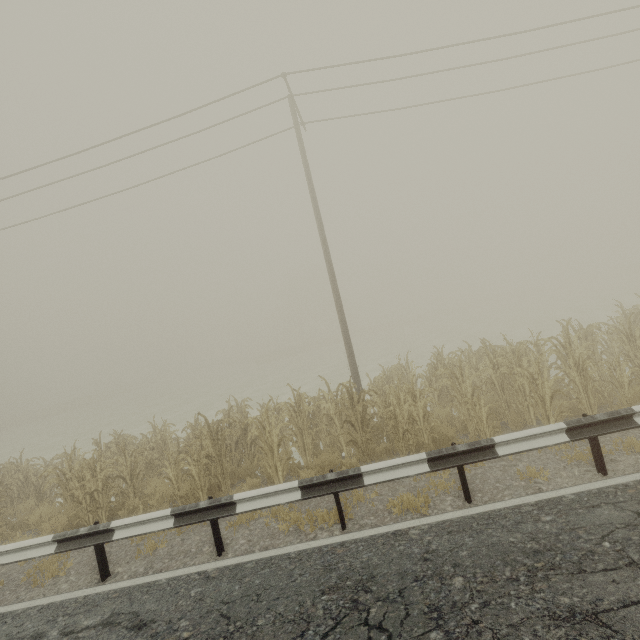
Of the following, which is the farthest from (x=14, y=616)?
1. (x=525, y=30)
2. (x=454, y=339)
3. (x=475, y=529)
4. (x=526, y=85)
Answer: (x=454, y=339)
